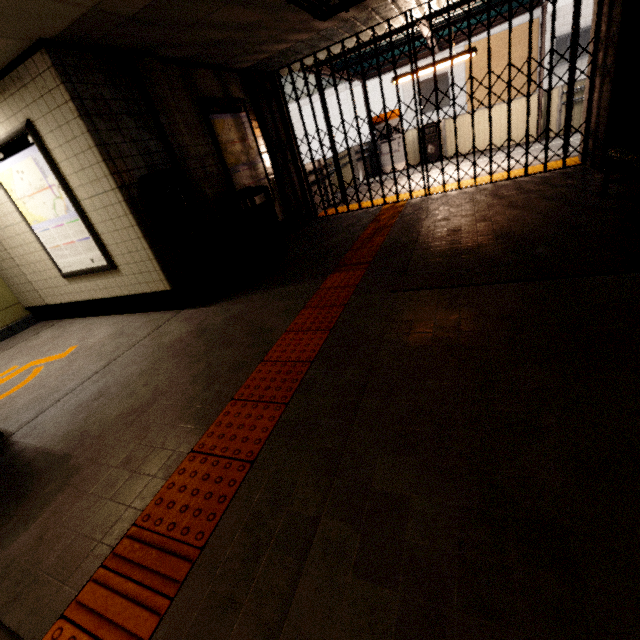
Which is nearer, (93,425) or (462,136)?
(93,425)

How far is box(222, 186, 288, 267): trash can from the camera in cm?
488

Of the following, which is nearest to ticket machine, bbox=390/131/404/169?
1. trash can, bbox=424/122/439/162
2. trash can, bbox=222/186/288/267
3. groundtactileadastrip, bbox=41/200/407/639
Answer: trash can, bbox=424/122/439/162

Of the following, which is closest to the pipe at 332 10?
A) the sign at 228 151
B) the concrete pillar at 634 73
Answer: the concrete pillar at 634 73

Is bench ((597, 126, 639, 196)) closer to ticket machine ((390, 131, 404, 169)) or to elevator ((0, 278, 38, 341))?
ticket machine ((390, 131, 404, 169))

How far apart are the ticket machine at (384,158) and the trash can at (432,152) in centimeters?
62cm

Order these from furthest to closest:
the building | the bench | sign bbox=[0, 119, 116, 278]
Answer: sign bbox=[0, 119, 116, 278] → the bench → the building

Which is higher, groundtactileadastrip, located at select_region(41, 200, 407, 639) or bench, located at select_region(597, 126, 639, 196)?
bench, located at select_region(597, 126, 639, 196)
